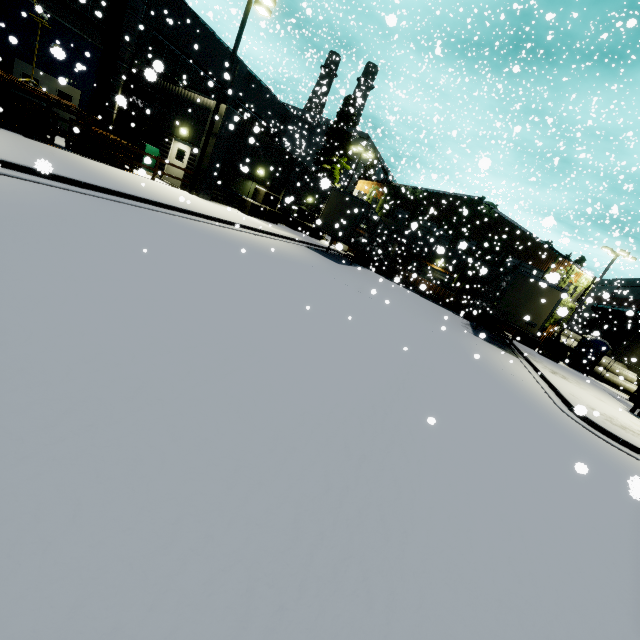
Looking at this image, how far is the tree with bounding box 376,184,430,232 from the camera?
31.67m

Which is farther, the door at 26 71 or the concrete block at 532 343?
the concrete block at 532 343

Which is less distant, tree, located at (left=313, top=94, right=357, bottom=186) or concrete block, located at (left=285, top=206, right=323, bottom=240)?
concrete block, located at (left=285, top=206, right=323, bottom=240)

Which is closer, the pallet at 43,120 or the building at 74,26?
the pallet at 43,120

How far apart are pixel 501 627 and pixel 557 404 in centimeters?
1067cm

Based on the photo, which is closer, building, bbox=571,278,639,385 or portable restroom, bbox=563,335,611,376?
portable restroom, bbox=563,335,611,376

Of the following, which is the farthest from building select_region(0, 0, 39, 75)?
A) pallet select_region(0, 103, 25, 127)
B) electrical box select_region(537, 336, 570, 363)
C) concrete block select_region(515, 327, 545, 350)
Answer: electrical box select_region(537, 336, 570, 363)

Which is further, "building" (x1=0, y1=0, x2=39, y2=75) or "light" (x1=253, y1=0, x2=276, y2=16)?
"light" (x1=253, y1=0, x2=276, y2=16)
